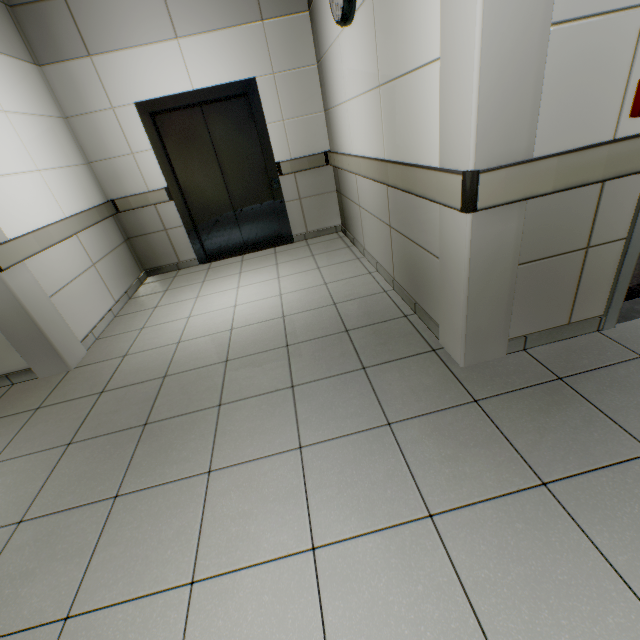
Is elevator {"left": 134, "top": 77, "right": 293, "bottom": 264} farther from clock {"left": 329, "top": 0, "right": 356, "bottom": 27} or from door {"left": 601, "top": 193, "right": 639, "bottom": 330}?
door {"left": 601, "top": 193, "right": 639, "bottom": 330}

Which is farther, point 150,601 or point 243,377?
point 243,377

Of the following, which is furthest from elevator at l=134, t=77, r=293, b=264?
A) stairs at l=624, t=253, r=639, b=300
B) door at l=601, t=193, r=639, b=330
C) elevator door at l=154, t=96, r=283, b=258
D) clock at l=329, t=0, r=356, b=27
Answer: door at l=601, t=193, r=639, b=330

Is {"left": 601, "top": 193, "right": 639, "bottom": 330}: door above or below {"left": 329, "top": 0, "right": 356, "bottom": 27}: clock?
below

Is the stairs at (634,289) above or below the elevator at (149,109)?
below

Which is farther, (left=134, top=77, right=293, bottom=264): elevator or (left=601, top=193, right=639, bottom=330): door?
(left=134, top=77, right=293, bottom=264): elevator

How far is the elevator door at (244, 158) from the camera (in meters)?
4.17
